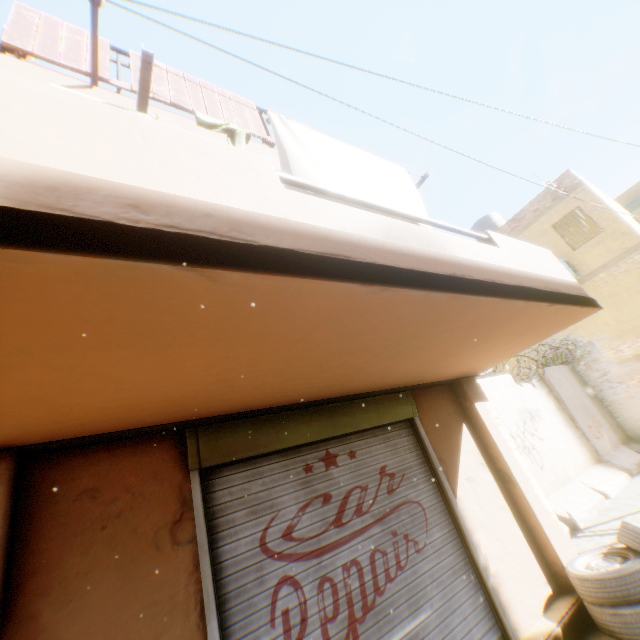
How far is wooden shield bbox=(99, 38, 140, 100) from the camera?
4.2m

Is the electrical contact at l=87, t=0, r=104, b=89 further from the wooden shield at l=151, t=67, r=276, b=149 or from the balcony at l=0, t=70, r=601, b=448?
the balcony at l=0, t=70, r=601, b=448

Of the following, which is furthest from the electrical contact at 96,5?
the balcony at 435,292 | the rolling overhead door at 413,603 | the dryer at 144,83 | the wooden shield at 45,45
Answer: the rolling overhead door at 413,603

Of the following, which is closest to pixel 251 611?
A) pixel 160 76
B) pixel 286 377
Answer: pixel 286 377

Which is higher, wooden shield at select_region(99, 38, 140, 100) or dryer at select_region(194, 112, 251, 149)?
wooden shield at select_region(99, 38, 140, 100)

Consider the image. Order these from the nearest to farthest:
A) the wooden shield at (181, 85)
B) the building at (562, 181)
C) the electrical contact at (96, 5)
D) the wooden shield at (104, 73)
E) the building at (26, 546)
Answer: the building at (26, 546) → the electrical contact at (96, 5) → the wooden shield at (104, 73) → the wooden shield at (181, 85) → the building at (562, 181)

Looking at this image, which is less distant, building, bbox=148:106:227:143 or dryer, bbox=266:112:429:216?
dryer, bbox=266:112:429:216

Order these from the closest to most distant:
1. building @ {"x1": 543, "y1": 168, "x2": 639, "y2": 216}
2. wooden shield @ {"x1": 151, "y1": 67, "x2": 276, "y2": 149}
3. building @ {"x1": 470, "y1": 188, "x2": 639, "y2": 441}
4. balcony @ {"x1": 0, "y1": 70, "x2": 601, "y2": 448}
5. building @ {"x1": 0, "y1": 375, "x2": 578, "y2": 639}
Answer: balcony @ {"x1": 0, "y1": 70, "x2": 601, "y2": 448} < building @ {"x1": 0, "y1": 375, "x2": 578, "y2": 639} < wooden shield @ {"x1": 151, "y1": 67, "x2": 276, "y2": 149} < building @ {"x1": 470, "y1": 188, "x2": 639, "y2": 441} < building @ {"x1": 543, "y1": 168, "x2": 639, "y2": 216}
